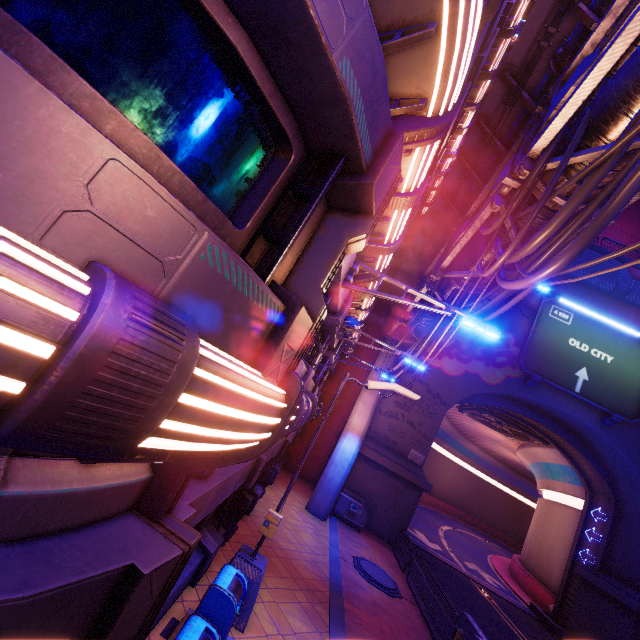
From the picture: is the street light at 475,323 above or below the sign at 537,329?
below

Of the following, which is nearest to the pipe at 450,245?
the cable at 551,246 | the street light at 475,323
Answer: the cable at 551,246

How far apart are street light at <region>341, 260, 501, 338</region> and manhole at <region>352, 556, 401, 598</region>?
11.0 meters

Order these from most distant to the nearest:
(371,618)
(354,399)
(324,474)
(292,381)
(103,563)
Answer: (354,399)
(324,474)
(371,618)
(292,381)
(103,563)

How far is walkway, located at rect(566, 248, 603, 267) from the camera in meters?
24.8 m

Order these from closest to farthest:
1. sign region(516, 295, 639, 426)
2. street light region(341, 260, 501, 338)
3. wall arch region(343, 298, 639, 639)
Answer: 1. street light region(341, 260, 501, 338)
2. wall arch region(343, 298, 639, 639)
3. sign region(516, 295, 639, 426)

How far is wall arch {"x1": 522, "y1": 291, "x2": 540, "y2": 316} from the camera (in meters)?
22.17

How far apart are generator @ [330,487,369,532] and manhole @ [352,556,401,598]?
3.09m
